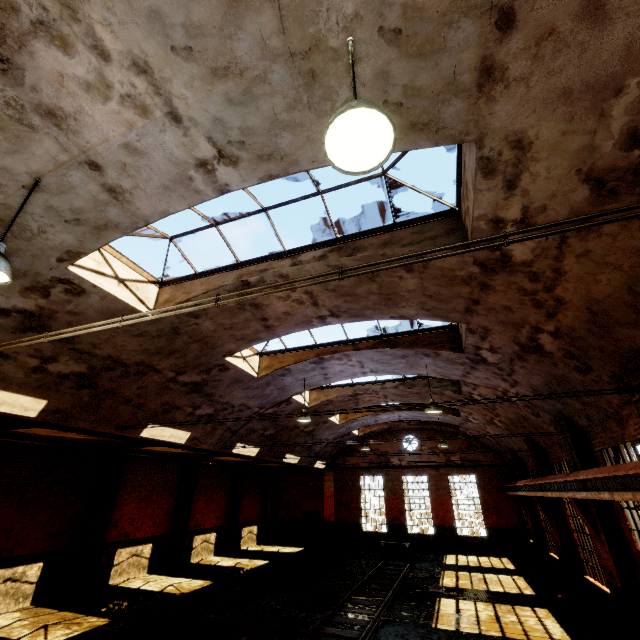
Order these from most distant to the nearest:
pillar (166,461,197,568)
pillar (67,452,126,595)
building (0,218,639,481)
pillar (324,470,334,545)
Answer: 1. pillar (324,470,334,545)
2. pillar (166,461,197,568)
3. pillar (67,452,126,595)
4. building (0,218,639,481)

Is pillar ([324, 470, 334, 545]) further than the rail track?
Yes

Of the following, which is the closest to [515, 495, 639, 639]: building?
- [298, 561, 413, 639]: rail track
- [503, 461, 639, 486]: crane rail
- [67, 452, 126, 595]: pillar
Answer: [503, 461, 639, 486]: crane rail

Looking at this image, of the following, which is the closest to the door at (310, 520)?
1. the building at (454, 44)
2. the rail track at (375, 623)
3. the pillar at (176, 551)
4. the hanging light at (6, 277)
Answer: the building at (454, 44)

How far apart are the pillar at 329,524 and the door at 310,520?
0.37m

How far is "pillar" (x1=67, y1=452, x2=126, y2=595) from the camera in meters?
12.3

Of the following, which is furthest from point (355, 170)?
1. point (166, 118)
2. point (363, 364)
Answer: point (363, 364)

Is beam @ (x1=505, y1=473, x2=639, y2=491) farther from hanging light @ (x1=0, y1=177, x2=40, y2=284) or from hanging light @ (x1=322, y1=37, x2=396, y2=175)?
hanging light @ (x1=0, y1=177, x2=40, y2=284)
